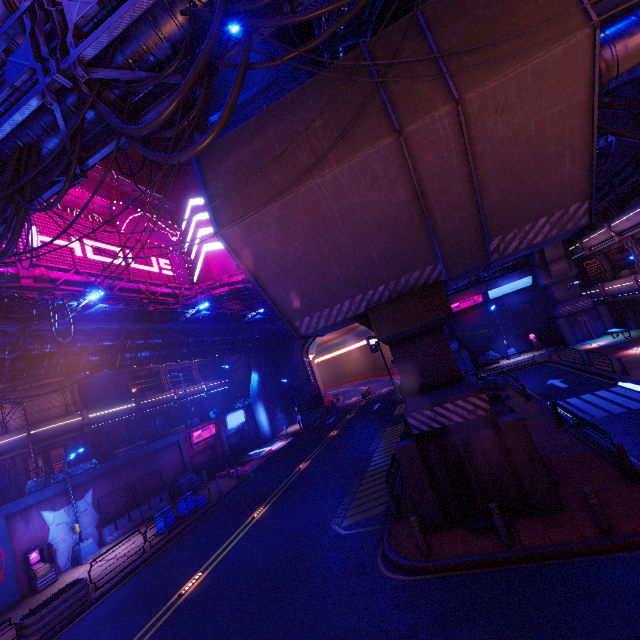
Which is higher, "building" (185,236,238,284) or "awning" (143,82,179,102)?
"building" (185,236,238,284)

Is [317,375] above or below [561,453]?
above

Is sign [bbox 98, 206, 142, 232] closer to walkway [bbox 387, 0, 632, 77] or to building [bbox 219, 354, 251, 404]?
building [bbox 219, 354, 251, 404]

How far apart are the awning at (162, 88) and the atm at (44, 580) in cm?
2274

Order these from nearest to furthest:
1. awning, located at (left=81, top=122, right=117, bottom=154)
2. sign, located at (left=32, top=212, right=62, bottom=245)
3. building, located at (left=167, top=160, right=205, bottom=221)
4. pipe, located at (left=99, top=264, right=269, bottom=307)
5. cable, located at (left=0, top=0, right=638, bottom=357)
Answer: cable, located at (left=0, top=0, right=638, bottom=357) < awning, located at (left=81, top=122, right=117, bottom=154) < sign, located at (left=32, top=212, right=62, bottom=245) < pipe, located at (left=99, top=264, right=269, bottom=307) < building, located at (left=167, top=160, right=205, bottom=221)

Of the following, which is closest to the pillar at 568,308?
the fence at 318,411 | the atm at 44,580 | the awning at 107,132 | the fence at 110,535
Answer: the fence at 318,411

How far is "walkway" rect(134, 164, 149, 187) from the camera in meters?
53.2 m

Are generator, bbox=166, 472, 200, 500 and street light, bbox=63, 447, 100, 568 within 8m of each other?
yes
